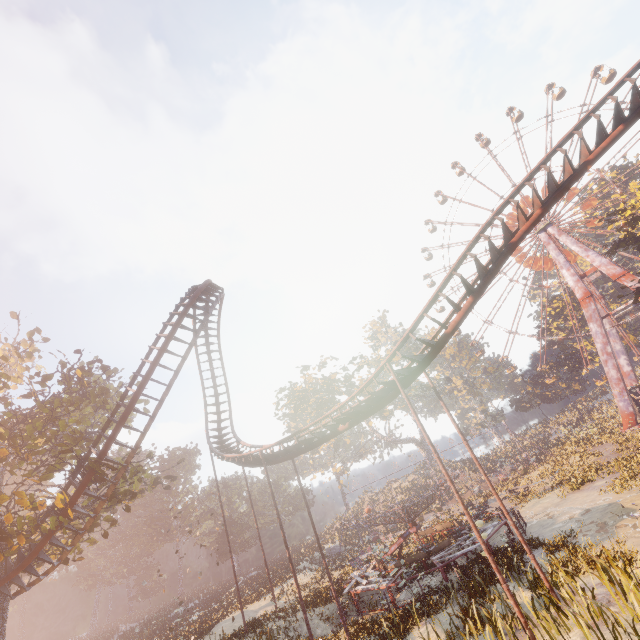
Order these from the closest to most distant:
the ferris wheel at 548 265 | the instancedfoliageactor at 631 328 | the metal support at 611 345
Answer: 1. the metal support at 611 345
2. the ferris wheel at 548 265
3. the instancedfoliageactor at 631 328

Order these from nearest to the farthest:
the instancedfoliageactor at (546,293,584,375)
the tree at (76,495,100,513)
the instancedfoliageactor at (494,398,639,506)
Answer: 1. the tree at (76,495,100,513)
2. the instancedfoliageactor at (494,398,639,506)
3. the instancedfoliageactor at (546,293,584,375)

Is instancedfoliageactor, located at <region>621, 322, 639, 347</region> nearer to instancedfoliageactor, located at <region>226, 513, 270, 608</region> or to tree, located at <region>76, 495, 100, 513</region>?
instancedfoliageactor, located at <region>226, 513, 270, 608</region>

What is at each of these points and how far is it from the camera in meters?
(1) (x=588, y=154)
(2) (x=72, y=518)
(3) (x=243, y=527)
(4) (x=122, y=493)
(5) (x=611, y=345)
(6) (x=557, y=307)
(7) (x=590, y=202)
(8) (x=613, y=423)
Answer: (1) roller coaster, 12.8
(2) tree, 20.9
(3) instancedfoliageactor, 55.9
(4) tree, 18.2
(5) metal support, 40.4
(6) instancedfoliageactor, 55.2
(7) ferris wheel, 45.2
(8) instancedfoliageactor, 40.7

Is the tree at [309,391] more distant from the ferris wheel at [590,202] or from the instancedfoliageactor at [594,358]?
the ferris wheel at [590,202]

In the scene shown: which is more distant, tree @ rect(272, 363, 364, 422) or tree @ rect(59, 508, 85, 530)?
tree @ rect(272, 363, 364, 422)

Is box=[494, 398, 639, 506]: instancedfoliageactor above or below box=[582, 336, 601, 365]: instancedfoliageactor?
below

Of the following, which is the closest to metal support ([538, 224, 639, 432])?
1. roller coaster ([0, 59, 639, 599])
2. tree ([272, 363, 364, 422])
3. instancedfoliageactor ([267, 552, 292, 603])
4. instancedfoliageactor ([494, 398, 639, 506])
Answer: instancedfoliageactor ([494, 398, 639, 506])
